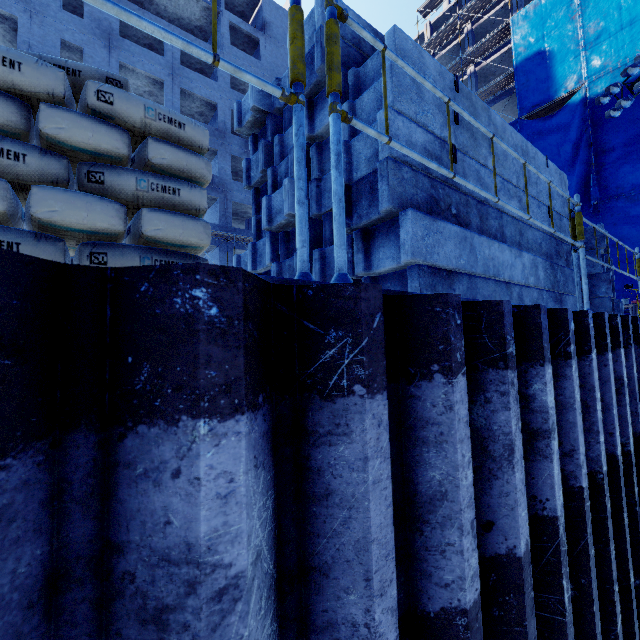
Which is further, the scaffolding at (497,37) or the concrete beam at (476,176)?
the scaffolding at (497,37)

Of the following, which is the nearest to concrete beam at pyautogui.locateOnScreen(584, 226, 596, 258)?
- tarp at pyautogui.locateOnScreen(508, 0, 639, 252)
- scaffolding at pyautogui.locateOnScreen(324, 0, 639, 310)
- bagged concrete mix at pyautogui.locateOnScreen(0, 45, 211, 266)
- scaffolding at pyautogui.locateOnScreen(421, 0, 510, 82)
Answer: scaffolding at pyautogui.locateOnScreen(324, 0, 639, 310)

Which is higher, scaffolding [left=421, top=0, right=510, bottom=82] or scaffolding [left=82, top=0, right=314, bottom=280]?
scaffolding [left=421, top=0, right=510, bottom=82]

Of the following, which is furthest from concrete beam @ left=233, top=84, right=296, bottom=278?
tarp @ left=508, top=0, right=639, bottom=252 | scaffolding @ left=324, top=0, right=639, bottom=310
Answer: tarp @ left=508, top=0, right=639, bottom=252

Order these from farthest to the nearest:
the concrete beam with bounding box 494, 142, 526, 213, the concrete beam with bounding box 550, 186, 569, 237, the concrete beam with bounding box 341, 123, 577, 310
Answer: the concrete beam with bounding box 550, 186, 569, 237 → the concrete beam with bounding box 494, 142, 526, 213 → the concrete beam with bounding box 341, 123, 577, 310

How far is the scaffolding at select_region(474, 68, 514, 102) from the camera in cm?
2489

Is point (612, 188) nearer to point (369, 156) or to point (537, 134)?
point (537, 134)

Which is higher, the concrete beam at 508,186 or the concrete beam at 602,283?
the concrete beam at 508,186
